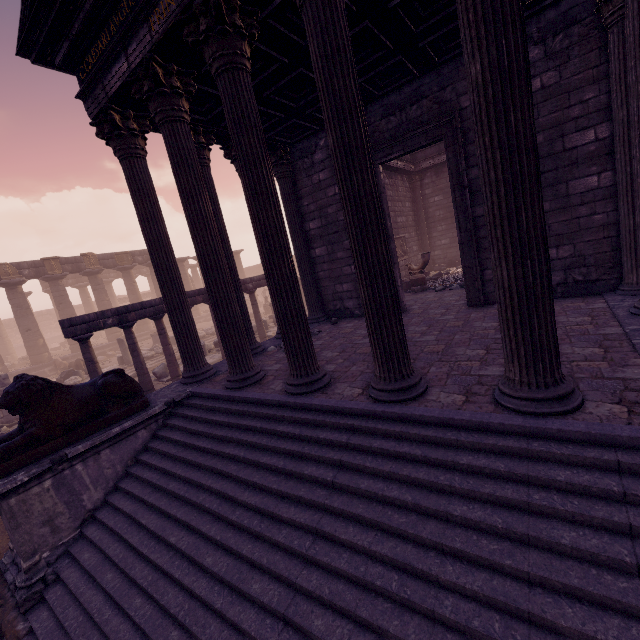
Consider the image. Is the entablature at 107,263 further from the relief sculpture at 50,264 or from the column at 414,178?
the column at 414,178

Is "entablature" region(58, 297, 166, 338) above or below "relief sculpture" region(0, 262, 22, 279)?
below

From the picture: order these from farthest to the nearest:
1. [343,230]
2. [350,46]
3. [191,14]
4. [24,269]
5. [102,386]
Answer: [24,269], [343,230], [102,386], [191,14], [350,46]

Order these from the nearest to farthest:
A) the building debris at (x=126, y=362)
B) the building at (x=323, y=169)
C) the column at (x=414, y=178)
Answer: the building at (x=323, y=169) → the column at (x=414, y=178) → the building debris at (x=126, y=362)

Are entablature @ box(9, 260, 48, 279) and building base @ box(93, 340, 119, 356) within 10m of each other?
yes

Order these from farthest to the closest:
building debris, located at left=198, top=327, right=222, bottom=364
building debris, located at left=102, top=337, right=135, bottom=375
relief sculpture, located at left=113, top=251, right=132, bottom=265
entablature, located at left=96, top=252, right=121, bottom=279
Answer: relief sculpture, located at left=113, top=251, right=132, bottom=265, entablature, located at left=96, top=252, right=121, bottom=279, building debris, located at left=102, top=337, right=135, bottom=375, building debris, located at left=198, top=327, right=222, bottom=364

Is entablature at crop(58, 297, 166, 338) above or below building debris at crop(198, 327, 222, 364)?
above

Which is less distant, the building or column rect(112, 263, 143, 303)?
the building
